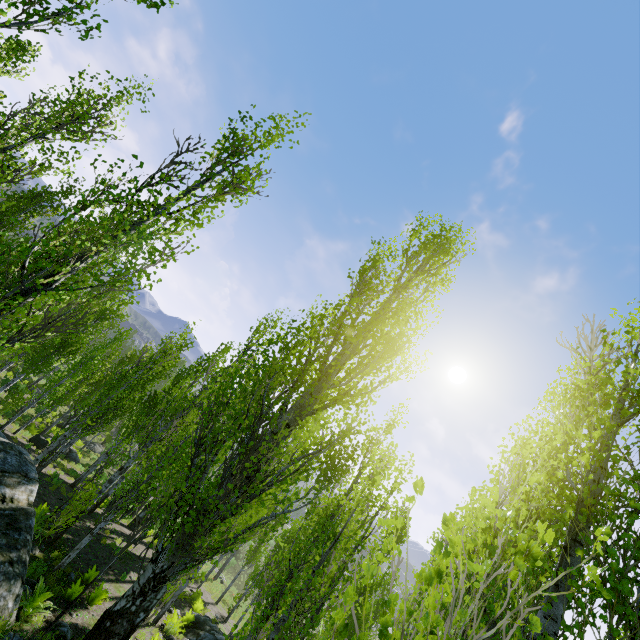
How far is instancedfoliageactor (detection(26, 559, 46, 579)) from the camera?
8.95m

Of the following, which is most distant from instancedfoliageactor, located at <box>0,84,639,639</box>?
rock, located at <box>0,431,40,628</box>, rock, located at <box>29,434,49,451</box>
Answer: rock, located at <box>29,434,49,451</box>

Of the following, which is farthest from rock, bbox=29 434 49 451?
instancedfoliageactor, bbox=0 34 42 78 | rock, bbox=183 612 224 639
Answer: rock, bbox=183 612 224 639

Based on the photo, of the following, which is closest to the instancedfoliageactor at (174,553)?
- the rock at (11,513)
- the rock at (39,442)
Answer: the rock at (11,513)

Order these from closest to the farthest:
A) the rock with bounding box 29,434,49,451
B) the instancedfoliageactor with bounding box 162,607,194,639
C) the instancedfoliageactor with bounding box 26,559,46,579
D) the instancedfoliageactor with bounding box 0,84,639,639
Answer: the instancedfoliageactor with bounding box 0,84,639,639 → the instancedfoliageactor with bounding box 26,559,46,579 → the instancedfoliageactor with bounding box 162,607,194,639 → the rock with bounding box 29,434,49,451

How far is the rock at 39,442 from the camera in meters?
22.7

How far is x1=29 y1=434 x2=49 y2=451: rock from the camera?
22.7 meters

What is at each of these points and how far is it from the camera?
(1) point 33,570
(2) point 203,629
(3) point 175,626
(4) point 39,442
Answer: (1) instancedfoliageactor, 9.0m
(2) rock, 14.6m
(3) instancedfoliageactor, 12.9m
(4) rock, 22.8m
